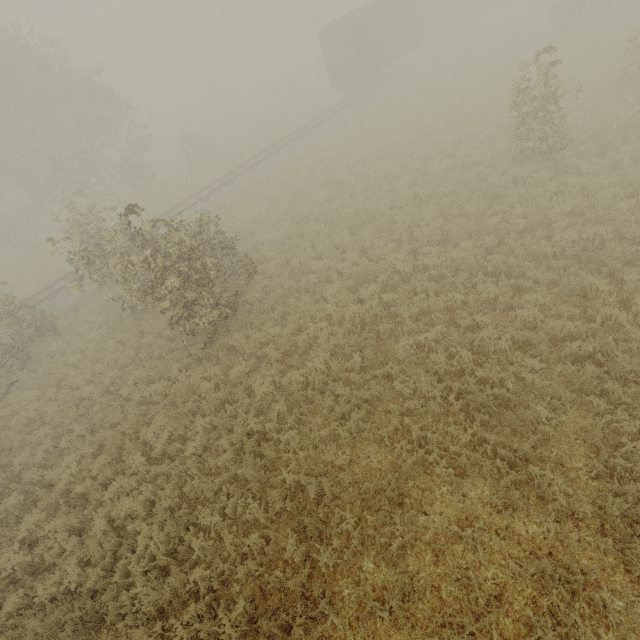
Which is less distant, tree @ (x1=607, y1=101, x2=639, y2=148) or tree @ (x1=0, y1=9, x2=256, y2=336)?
tree @ (x1=0, y1=9, x2=256, y2=336)

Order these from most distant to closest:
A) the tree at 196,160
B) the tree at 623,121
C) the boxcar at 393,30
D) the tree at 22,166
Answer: the tree at 196,160 → the boxcar at 393,30 → the tree at 623,121 → the tree at 22,166

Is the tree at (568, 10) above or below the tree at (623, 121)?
above

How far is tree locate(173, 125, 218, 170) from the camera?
28.03m

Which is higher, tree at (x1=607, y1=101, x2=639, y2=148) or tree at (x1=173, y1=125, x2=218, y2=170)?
tree at (x1=173, y1=125, x2=218, y2=170)

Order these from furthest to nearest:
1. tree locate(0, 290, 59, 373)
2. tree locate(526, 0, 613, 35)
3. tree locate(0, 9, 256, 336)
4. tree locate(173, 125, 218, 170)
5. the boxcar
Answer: tree locate(173, 125, 218, 170), the boxcar, tree locate(526, 0, 613, 35), tree locate(0, 290, 59, 373), tree locate(0, 9, 256, 336)

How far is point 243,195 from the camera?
20.0m
